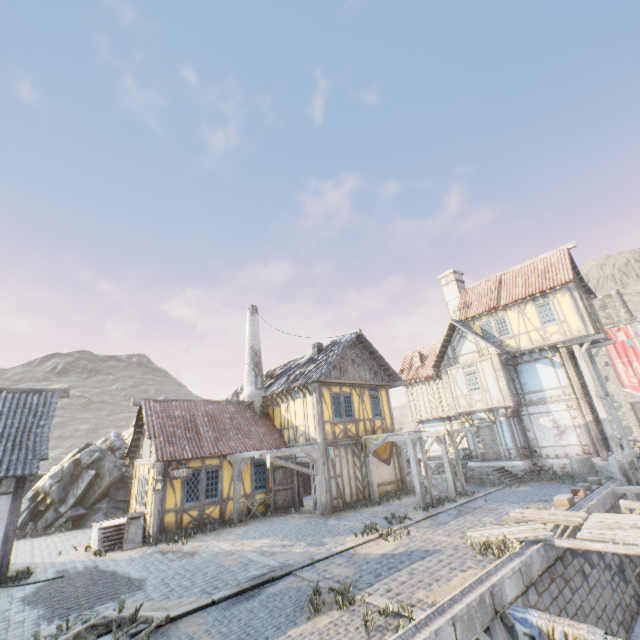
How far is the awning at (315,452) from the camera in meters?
13.9

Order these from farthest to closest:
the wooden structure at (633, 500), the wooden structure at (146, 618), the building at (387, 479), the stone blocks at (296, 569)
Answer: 1. the building at (387, 479)
2. the wooden structure at (633, 500)
3. the stone blocks at (296, 569)
4. the wooden structure at (146, 618)

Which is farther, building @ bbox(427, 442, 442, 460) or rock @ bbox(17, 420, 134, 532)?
building @ bbox(427, 442, 442, 460)

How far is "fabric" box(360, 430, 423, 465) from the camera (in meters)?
15.81

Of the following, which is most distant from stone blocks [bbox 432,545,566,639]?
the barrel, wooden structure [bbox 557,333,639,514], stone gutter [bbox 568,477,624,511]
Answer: wooden structure [bbox 557,333,639,514]

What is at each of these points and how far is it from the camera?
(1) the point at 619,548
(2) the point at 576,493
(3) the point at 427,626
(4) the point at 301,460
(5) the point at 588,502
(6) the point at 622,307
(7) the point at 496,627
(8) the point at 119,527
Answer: (1) wooden structure, 7.3 meters
(2) stone blocks, 12.3 meters
(3) stone gutter, 5.2 meters
(4) building, 16.2 meters
(5) stone gutter, 11.7 meters
(6) chimney, 46.2 meters
(7) wooden structure, 6.0 meters
(8) stairs, 12.8 meters

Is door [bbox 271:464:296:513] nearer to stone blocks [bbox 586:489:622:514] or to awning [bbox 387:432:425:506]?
stone blocks [bbox 586:489:622:514]

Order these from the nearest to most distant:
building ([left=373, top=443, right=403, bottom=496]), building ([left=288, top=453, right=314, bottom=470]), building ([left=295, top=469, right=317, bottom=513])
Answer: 1. building ([left=295, top=469, right=317, bottom=513])
2. building ([left=288, top=453, right=314, bottom=470])
3. building ([left=373, top=443, right=403, bottom=496])
